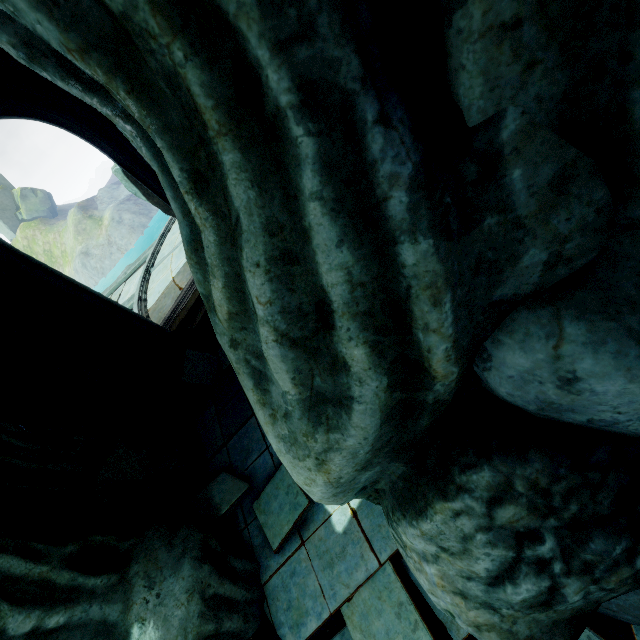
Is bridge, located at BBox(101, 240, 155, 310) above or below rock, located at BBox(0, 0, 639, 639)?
below

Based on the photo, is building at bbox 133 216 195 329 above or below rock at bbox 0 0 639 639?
below

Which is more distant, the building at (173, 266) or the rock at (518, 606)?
the building at (173, 266)

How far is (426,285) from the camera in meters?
0.9 m

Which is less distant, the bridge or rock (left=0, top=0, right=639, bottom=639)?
rock (left=0, top=0, right=639, bottom=639)

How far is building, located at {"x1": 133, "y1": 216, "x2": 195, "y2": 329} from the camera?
8.9m

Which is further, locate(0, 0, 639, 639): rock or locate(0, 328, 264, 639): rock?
locate(0, 328, 264, 639): rock
